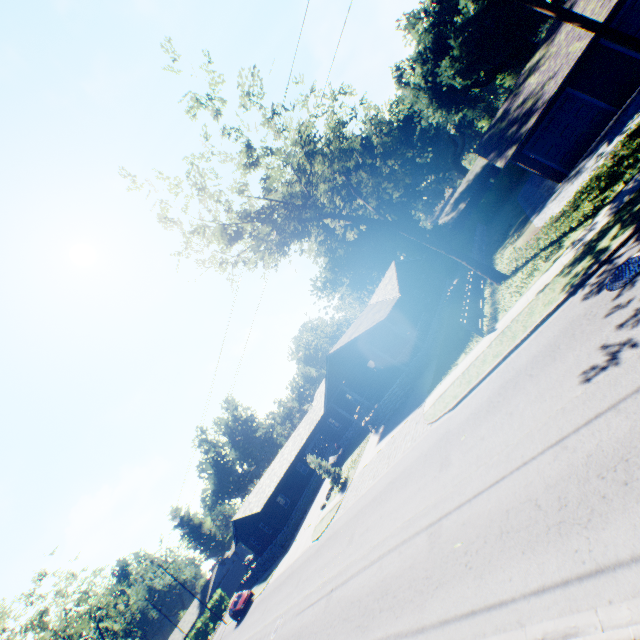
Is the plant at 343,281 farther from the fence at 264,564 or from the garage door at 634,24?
the fence at 264,564

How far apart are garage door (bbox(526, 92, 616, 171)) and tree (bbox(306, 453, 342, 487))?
26.86m

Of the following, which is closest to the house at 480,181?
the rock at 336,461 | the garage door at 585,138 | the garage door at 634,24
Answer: the garage door at 585,138

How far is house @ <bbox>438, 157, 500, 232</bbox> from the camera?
46.62m

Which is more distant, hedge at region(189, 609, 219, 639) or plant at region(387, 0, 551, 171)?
hedge at region(189, 609, 219, 639)

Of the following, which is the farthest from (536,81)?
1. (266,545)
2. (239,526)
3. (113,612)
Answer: (113,612)

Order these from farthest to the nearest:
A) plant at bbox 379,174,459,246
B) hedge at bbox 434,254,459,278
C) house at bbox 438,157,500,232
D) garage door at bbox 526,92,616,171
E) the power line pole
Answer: house at bbox 438,157,500,232 → plant at bbox 379,174,459,246 → hedge at bbox 434,254,459,278 → garage door at bbox 526,92,616,171 → the power line pole

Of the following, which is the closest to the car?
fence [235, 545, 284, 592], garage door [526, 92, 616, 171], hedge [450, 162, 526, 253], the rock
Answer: fence [235, 545, 284, 592]
